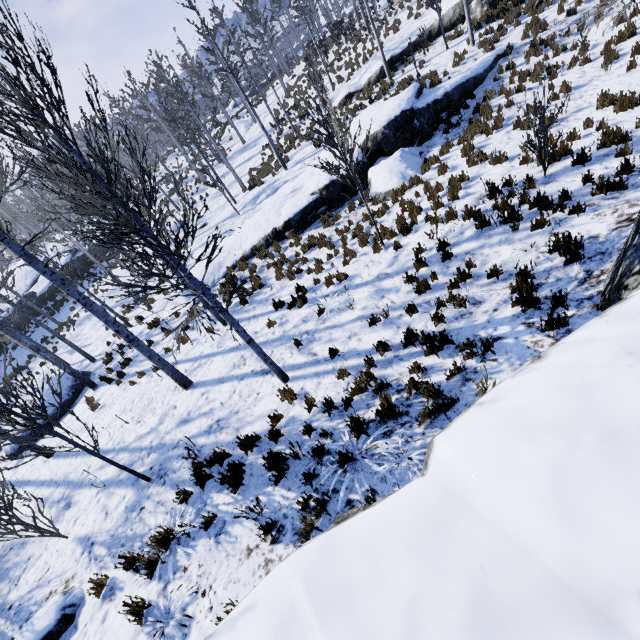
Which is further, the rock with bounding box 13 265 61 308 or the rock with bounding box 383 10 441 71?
the rock with bounding box 13 265 61 308

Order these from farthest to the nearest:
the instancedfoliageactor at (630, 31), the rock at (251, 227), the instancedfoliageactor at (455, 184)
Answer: the rock at (251, 227), the instancedfoliageactor at (455, 184), the instancedfoliageactor at (630, 31)

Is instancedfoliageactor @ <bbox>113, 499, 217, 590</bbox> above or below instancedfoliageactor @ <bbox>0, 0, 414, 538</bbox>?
below

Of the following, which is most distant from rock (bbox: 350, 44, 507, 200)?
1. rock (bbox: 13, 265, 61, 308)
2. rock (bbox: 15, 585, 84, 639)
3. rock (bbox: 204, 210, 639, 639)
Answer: rock (bbox: 13, 265, 61, 308)

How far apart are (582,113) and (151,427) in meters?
14.6 m

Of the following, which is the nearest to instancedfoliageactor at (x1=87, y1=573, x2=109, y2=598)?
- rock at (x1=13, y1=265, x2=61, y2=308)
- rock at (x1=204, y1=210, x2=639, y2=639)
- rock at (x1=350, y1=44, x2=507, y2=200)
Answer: rock at (x1=13, y1=265, x2=61, y2=308)

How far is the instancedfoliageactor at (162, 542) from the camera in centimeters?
471cm
